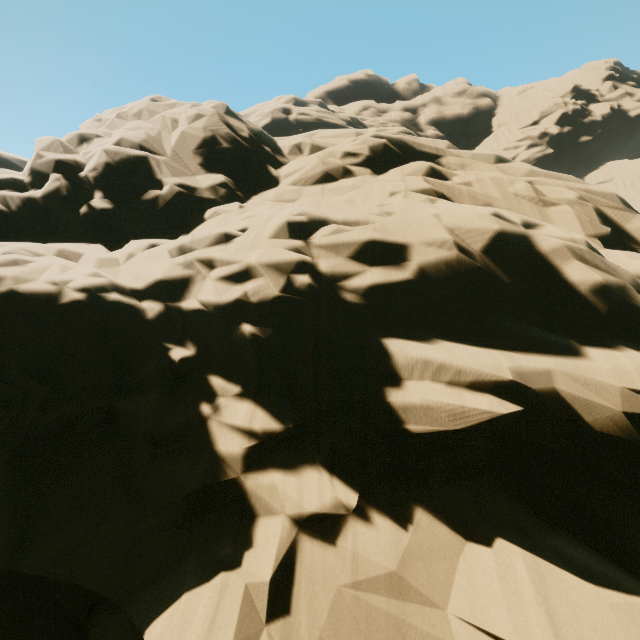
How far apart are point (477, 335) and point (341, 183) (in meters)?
8.12
